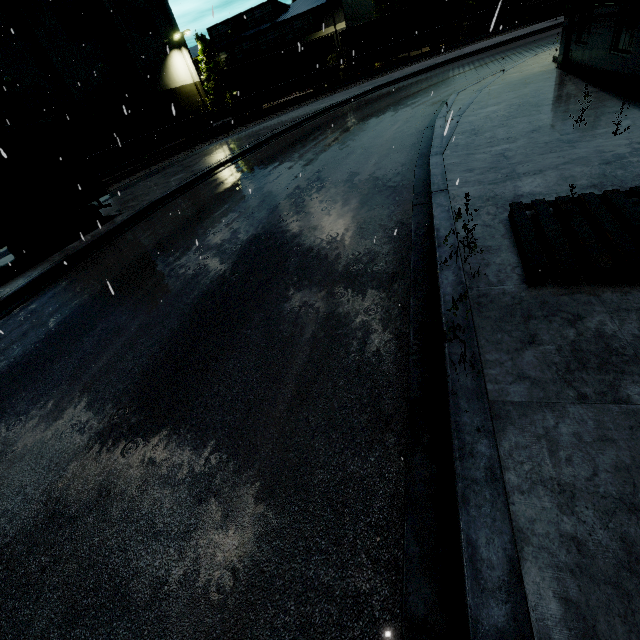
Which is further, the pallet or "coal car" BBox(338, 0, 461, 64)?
"coal car" BBox(338, 0, 461, 64)

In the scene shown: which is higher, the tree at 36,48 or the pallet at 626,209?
the tree at 36,48

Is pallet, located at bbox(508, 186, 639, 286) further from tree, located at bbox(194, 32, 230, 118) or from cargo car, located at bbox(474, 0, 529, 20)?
cargo car, located at bbox(474, 0, 529, 20)

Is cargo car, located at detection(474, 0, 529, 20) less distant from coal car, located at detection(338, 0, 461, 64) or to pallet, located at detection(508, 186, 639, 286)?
coal car, located at detection(338, 0, 461, 64)

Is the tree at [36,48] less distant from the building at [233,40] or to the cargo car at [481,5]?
the building at [233,40]

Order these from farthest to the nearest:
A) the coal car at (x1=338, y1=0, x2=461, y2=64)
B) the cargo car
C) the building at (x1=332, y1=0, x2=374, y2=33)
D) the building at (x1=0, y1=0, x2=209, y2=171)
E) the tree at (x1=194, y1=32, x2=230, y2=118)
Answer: the tree at (x1=194, y1=32, x2=230, y2=118)
the building at (x1=332, y1=0, x2=374, y2=33)
the coal car at (x1=338, y1=0, x2=461, y2=64)
the cargo car
the building at (x1=0, y1=0, x2=209, y2=171)

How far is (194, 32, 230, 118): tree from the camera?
41.4m

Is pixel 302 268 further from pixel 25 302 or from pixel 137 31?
pixel 137 31
